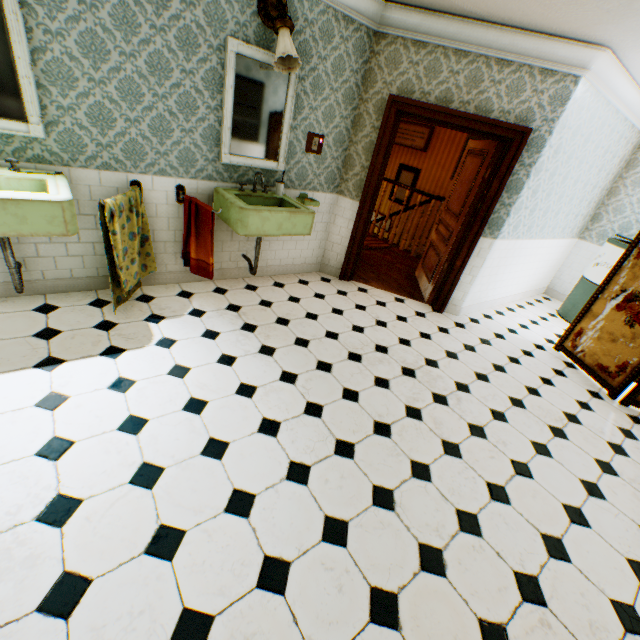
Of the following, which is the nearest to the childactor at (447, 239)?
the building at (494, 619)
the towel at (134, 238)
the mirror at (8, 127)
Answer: the building at (494, 619)

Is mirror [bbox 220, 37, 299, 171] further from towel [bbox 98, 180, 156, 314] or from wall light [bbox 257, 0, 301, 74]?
towel [bbox 98, 180, 156, 314]

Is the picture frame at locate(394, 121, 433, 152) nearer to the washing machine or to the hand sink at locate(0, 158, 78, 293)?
the washing machine

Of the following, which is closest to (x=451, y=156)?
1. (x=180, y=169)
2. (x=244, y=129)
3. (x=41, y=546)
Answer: (x=244, y=129)

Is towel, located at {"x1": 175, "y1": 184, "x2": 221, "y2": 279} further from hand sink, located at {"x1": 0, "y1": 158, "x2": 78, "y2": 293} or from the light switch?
the light switch

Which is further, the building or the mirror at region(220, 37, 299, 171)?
the mirror at region(220, 37, 299, 171)

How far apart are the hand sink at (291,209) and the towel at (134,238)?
0.7m

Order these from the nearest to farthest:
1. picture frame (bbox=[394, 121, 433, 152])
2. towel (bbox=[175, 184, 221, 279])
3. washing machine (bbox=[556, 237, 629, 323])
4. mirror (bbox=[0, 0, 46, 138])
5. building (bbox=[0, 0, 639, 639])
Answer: building (bbox=[0, 0, 639, 639]) → mirror (bbox=[0, 0, 46, 138]) → towel (bbox=[175, 184, 221, 279]) → washing machine (bbox=[556, 237, 629, 323]) → picture frame (bbox=[394, 121, 433, 152])
